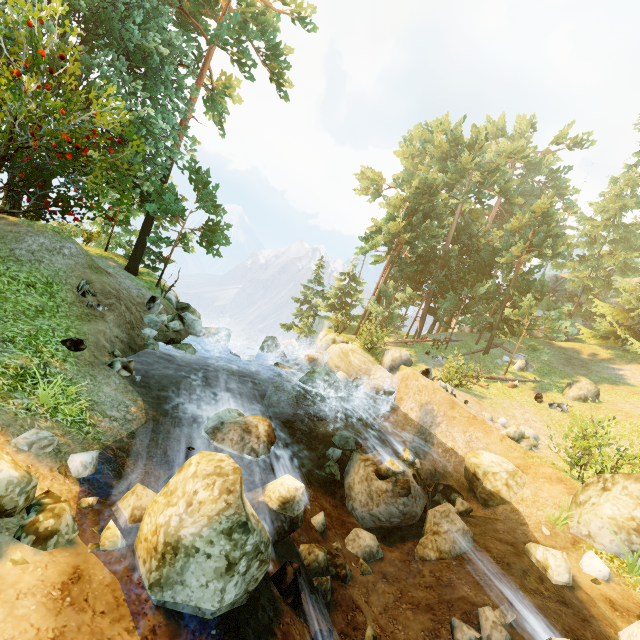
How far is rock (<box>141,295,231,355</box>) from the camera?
13.52m

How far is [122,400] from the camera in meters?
8.2 m

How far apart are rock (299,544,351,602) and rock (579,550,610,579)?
6.25m

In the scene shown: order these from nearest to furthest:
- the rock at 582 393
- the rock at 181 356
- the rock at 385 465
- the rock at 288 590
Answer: the rock at 288 590 < the rock at 385 465 < the rock at 181 356 < the rock at 582 393

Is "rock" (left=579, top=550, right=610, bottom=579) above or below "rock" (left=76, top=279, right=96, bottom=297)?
below

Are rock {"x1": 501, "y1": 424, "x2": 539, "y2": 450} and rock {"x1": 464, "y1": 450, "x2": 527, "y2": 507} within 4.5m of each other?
yes

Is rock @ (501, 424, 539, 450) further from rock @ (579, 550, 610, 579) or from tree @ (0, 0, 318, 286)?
tree @ (0, 0, 318, 286)

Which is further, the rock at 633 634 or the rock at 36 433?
the rock at 633 634
